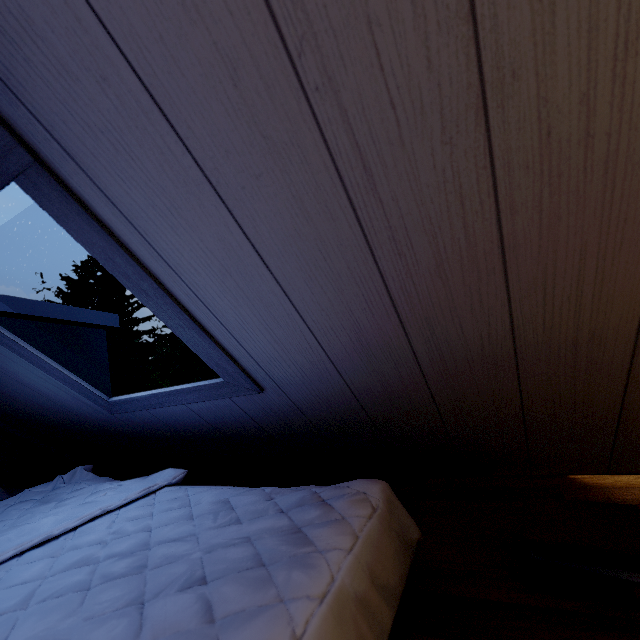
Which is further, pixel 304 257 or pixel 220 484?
pixel 220 484
